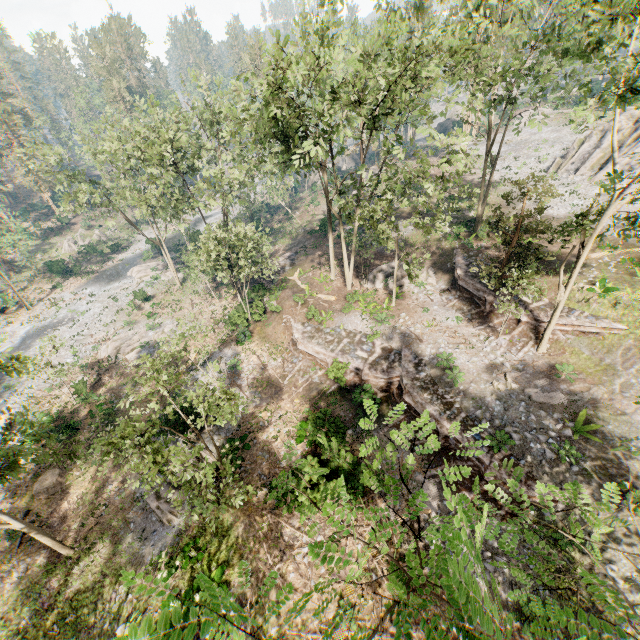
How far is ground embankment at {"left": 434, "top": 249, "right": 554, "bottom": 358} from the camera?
20.7m

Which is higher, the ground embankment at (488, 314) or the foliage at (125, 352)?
the ground embankment at (488, 314)

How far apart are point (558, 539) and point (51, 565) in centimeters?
2526cm

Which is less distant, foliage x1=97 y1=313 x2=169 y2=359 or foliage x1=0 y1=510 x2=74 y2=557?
foliage x1=0 y1=510 x2=74 y2=557

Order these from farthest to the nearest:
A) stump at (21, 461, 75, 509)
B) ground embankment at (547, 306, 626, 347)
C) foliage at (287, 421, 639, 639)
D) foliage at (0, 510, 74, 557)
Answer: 1. stump at (21, 461, 75, 509)
2. ground embankment at (547, 306, 626, 347)
3. foliage at (0, 510, 74, 557)
4. foliage at (287, 421, 639, 639)

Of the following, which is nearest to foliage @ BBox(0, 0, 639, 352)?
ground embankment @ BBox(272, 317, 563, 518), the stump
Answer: ground embankment @ BBox(272, 317, 563, 518)

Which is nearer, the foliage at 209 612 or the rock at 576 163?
the foliage at 209 612
